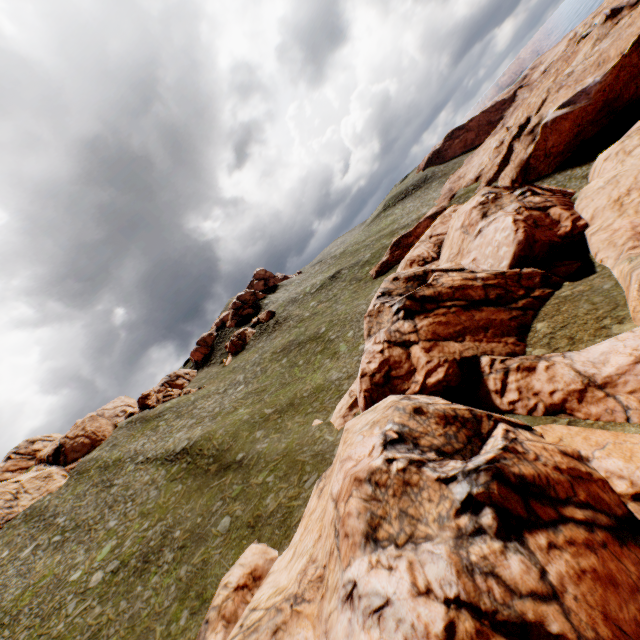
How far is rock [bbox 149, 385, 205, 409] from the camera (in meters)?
57.00

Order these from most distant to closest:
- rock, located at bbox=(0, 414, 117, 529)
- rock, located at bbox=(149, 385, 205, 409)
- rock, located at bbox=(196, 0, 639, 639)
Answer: rock, located at bbox=(149, 385, 205, 409) → rock, located at bbox=(0, 414, 117, 529) → rock, located at bbox=(196, 0, 639, 639)

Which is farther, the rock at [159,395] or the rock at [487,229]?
the rock at [159,395]

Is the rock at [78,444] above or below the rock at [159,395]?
above

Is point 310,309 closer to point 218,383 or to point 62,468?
point 218,383

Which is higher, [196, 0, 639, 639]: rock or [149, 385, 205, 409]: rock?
[149, 385, 205, 409]: rock

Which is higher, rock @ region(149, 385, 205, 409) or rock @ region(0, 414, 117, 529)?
rock @ region(0, 414, 117, 529)
